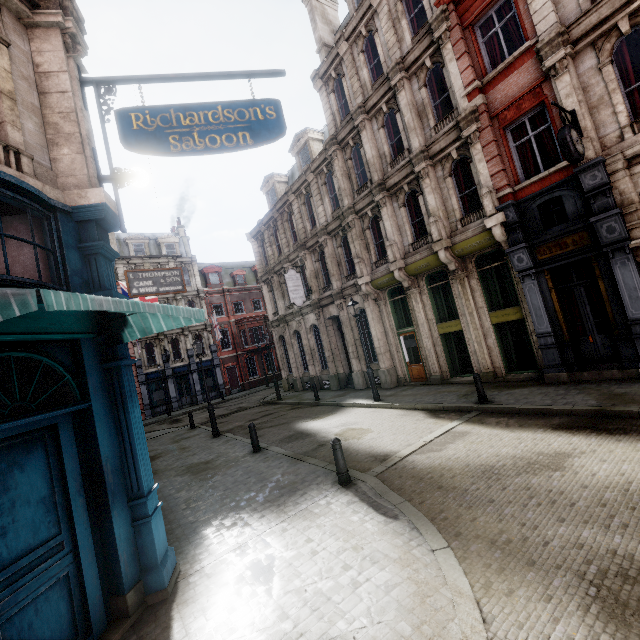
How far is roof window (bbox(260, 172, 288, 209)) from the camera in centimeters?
2502cm

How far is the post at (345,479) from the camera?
6.88m

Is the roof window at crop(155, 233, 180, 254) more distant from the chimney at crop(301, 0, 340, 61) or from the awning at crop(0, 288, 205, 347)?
the awning at crop(0, 288, 205, 347)

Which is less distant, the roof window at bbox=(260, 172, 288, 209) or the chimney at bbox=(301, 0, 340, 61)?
the chimney at bbox=(301, 0, 340, 61)

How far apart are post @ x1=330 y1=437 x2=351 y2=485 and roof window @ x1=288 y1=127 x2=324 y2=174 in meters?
18.3 m

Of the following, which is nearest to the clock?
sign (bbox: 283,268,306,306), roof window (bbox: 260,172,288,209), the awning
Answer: the awning

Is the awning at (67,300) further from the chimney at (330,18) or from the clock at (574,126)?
the chimney at (330,18)

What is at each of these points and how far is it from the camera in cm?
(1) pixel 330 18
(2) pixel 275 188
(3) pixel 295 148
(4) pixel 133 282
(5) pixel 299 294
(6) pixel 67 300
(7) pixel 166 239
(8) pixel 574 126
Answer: (1) chimney, 1953
(2) roof window, 2511
(3) roof window, 2202
(4) sign, 1226
(5) sign, 2083
(6) awning, 258
(7) roof window, 3697
(8) clock, 902
